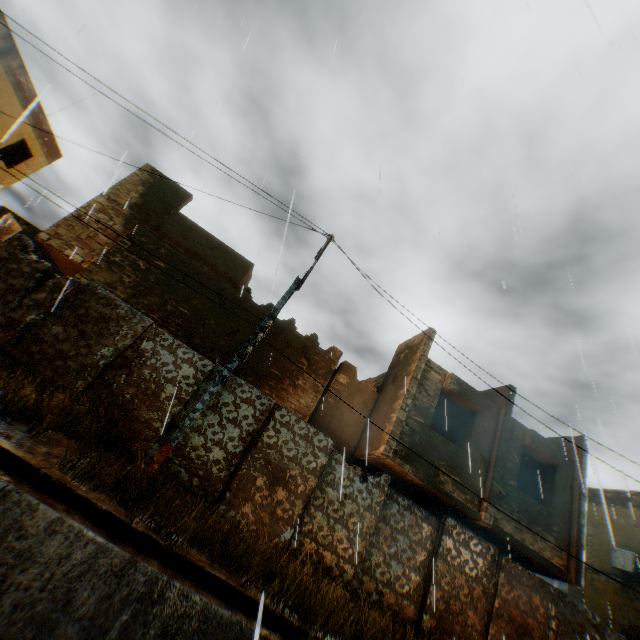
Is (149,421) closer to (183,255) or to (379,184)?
(183,255)

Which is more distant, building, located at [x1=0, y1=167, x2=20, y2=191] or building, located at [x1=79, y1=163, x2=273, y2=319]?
building, located at [x1=0, y1=167, x2=20, y2=191]

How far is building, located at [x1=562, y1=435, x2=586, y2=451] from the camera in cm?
403

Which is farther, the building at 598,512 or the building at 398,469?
the building at 598,512

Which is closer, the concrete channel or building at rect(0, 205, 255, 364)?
the concrete channel

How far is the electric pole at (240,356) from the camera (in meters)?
6.18

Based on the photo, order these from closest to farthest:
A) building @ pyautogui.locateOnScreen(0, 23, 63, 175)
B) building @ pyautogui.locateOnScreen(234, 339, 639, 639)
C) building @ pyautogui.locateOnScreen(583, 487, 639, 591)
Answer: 1. building @ pyautogui.locateOnScreen(234, 339, 639, 639)
2. building @ pyautogui.locateOnScreen(0, 23, 63, 175)
3. building @ pyautogui.locateOnScreen(583, 487, 639, 591)
